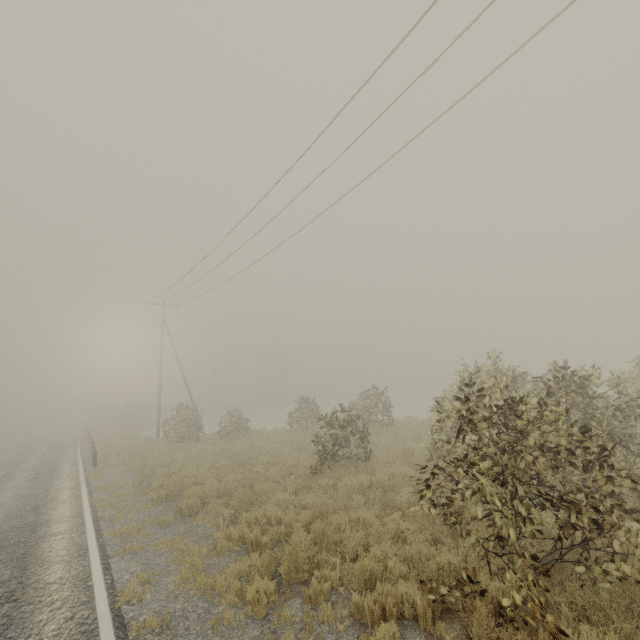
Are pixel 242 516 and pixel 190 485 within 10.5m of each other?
yes
